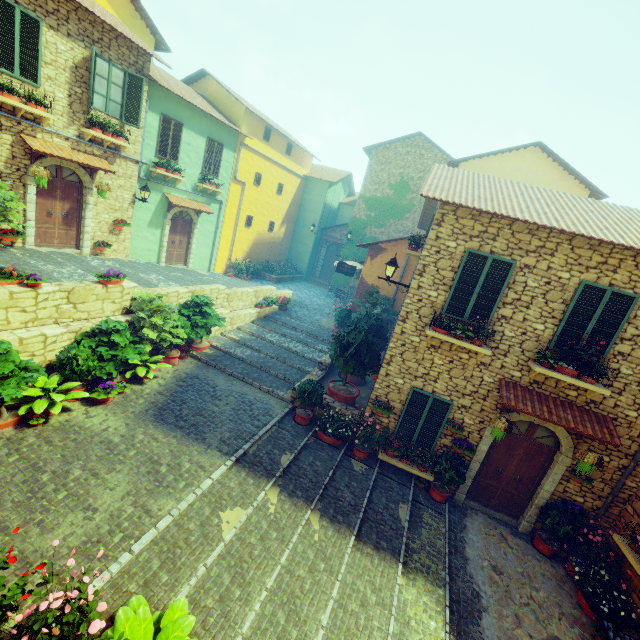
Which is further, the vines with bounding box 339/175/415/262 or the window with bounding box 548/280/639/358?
the vines with bounding box 339/175/415/262

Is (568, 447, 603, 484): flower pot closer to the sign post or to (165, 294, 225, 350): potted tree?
(165, 294, 225, 350): potted tree

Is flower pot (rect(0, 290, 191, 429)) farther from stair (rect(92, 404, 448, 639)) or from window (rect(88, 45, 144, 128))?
window (rect(88, 45, 144, 128))

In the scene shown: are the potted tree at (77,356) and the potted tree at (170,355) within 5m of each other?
yes

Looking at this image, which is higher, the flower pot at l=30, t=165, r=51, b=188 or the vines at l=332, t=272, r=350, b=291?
the flower pot at l=30, t=165, r=51, b=188

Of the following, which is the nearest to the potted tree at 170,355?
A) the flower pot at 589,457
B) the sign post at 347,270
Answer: the sign post at 347,270

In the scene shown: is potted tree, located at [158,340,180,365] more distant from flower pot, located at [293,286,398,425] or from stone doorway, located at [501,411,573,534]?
stone doorway, located at [501,411,573,534]

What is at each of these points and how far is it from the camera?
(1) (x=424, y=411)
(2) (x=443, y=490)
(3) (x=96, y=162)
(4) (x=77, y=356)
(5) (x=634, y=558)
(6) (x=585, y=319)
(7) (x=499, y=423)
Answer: (1) window, 8.5 meters
(2) flower pot, 8.5 meters
(3) door eaves, 10.8 meters
(4) potted tree, 7.3 meters
(5) window sill, 6.6 meters
(6) window, 7.1 meters
(7) flower pot, 7.5 meters
